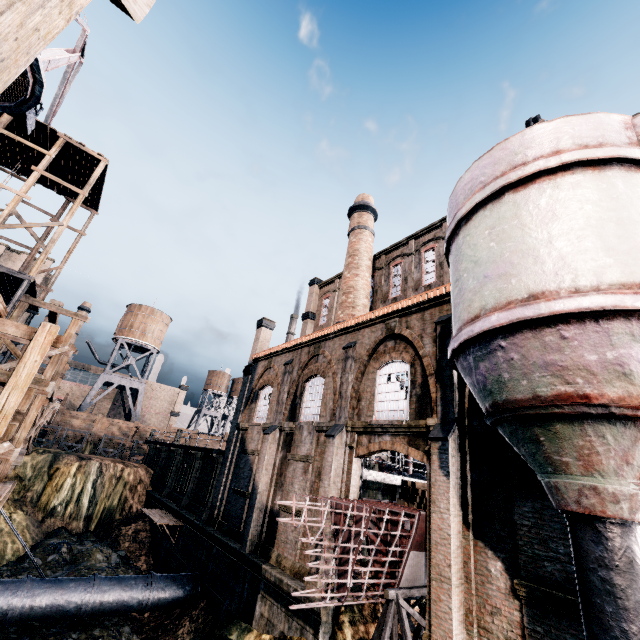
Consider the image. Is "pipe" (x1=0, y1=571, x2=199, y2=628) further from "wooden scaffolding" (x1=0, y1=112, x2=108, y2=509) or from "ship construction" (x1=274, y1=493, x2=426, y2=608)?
"ship construction" (x1=274, y1=493, x2=426, y2=608)

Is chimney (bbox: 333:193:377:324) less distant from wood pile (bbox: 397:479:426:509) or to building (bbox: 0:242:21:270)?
wood pile (bbox: 397:479:426:509)

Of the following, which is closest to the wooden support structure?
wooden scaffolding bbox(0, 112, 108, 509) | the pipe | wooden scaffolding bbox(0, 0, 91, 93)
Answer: wooden scaffolding bbox(0, 0, 91, 93)

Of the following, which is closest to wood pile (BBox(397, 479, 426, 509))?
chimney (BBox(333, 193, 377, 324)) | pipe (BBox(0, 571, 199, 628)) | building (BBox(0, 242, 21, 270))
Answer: chimney (BBox(333, 193, 377, 324))

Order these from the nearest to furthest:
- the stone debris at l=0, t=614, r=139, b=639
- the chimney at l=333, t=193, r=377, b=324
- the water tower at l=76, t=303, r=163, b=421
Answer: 1. the stone debris at l=0, t=614, r=139, b=639
2. the chimney at l=333, t=193, r=377, b=324
3. the water tower at l=76, t=303, r=163, b=421

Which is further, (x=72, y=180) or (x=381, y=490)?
(x=72, y=180)

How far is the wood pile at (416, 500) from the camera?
14.98m

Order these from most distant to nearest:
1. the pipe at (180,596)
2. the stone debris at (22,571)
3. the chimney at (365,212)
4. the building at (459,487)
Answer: the chimney at (365,212) → the stone debris at (22,571) → the pipe at (180,596) → the building at (459,487)
